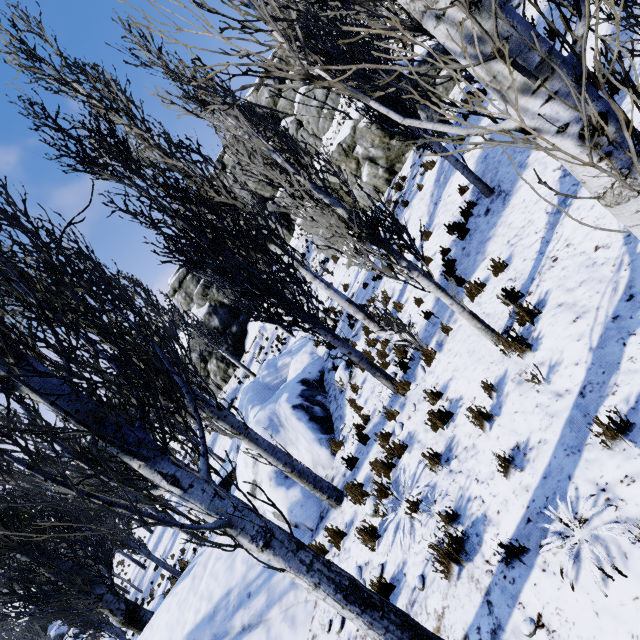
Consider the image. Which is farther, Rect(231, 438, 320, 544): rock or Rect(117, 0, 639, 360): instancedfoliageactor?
Rect(231, 438, 320, 544): rock

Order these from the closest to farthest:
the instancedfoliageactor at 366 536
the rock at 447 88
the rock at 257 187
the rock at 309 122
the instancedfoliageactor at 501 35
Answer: the instancedfoliageactor at 501 35
the instancedfoliageactor at 366 536
the rock at 447 88
the rock at 309 122
the rock at 257 187

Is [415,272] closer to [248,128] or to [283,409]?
[283,409]

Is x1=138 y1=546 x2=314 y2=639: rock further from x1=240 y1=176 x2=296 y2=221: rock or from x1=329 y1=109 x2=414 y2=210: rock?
x1=240 y1=176 x2=296 y2=221: rock

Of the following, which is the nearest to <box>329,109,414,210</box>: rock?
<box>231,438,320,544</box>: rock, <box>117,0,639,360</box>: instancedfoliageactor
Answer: <box>117,0,639,360</box>: instancedfoliageactor

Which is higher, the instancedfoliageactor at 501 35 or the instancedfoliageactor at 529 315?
the instancedfoliageactor at 501 35

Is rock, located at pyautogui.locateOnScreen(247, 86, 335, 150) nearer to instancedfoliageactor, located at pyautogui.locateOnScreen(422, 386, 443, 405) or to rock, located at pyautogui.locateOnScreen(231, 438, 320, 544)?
instancedfoliageactor, located at pyautogui.locateOnScreen(422, 386, 443, 405)

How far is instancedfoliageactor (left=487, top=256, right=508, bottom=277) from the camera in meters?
5.9 m
